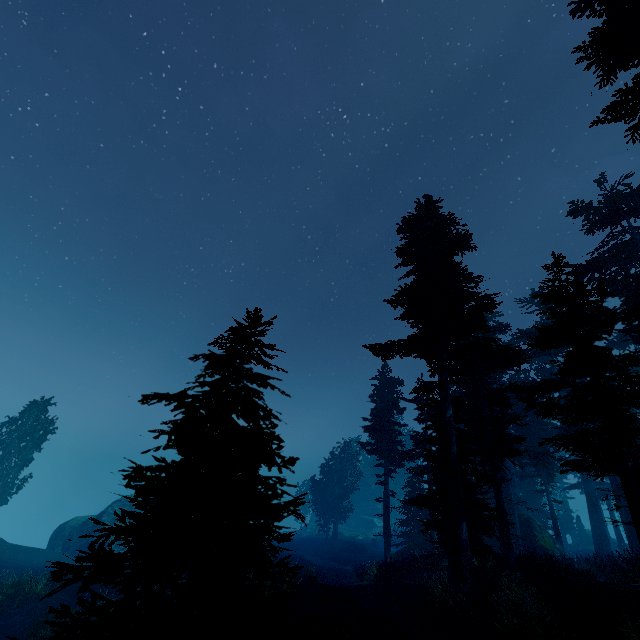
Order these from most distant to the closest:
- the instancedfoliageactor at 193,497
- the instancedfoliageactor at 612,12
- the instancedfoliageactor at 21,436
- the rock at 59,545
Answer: the rock at 59,545, the instancedfoliageactor at 21,436, the instancedfoliageactor at 612,12, the instancedfoliageactor at 193,497

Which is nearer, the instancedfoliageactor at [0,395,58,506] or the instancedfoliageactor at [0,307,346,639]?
the instancedfoliageactor at [0,307,346,639]

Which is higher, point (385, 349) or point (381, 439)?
point (385, 349)

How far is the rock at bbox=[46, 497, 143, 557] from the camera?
35.6 meters

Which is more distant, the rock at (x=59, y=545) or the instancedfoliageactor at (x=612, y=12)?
the rock at (x=59, y=545)

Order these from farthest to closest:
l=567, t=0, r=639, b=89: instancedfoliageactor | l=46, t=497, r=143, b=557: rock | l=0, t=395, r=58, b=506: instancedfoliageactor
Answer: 1. l=46, t=497, r=143, b=557: rock
2. l=0, t=395, r=58, b=506: instancedfoliageactor
3. l=567, t=0, r=639, b=89: instancedfoliageactor

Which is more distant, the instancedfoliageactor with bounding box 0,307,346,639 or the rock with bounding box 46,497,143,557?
the rock with bounding box 46,497,143,557
